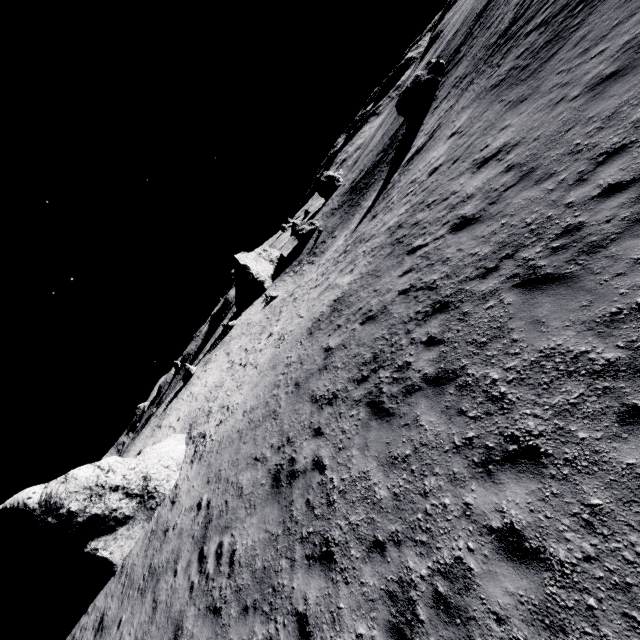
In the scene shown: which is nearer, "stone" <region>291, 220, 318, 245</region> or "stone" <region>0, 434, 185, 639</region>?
"stone" <region>0, 434, 185, 639</region>

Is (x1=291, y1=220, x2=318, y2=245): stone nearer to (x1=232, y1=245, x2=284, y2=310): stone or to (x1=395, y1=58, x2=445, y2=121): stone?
(x1=232, y1=245, x2=284, y2=310): stone

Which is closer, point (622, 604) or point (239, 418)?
point (622, 604)

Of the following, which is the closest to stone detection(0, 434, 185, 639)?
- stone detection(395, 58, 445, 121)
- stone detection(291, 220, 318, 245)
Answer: stone detection(395, 58, 445, 121)

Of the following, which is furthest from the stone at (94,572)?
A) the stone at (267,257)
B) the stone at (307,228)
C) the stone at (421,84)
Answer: the stone at (307,228)

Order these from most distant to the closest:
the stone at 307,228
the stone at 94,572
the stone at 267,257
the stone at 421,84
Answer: the stone at 307,228 → the stone at 267,257 → the stone at 421,84 → the stone at 94,572

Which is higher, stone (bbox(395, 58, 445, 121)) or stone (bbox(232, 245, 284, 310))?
stone (bbox(232, 245, 284, 310))

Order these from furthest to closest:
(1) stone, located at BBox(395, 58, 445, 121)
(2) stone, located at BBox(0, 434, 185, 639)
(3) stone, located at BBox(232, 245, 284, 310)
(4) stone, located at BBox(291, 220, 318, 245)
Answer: (4) stone, located at BBox(291, 220, 318, 245) < (3) stone, located at BBox(232, 245, 284, 310) < (1) stone, located at BBox(395, 58, 445, 121) < (2) stone, located at BBox(0, 434, 185, 639)
